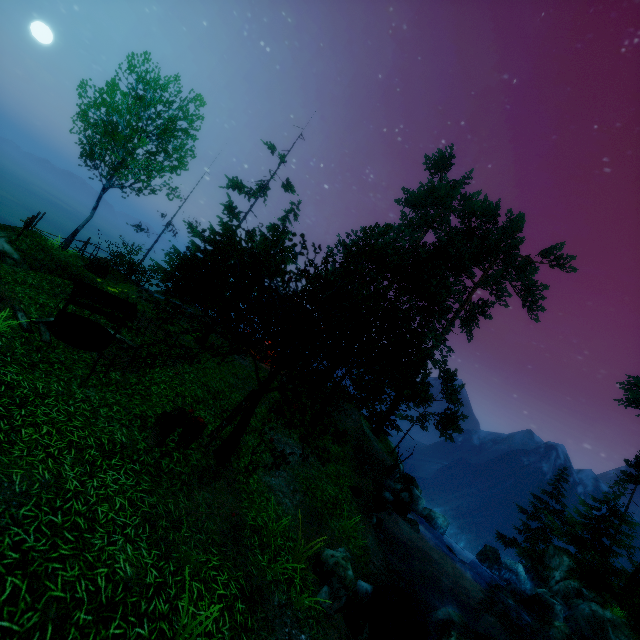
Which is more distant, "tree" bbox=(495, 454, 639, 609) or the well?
"tree" bbox=(495, 454, 639, 609)

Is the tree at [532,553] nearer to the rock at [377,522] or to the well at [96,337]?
the well at [96,337]

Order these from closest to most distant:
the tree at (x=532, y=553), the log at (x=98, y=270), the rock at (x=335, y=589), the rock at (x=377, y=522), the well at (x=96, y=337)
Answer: the rock at (x=335, y=589), the well at (x=96, y=337), the rock at (x=377, y=522), the log at (x=98, y=270), the tree at (x=532, y=553)

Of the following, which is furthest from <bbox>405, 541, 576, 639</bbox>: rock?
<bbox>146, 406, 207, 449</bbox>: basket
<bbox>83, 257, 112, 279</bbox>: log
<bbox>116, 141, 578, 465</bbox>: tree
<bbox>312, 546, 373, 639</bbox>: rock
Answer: <bbox>83, 257, 112, 279</bbox>: log

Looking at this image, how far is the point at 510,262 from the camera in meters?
26.7

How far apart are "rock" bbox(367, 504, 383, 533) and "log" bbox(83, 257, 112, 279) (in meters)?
16.63

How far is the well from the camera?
9.04m

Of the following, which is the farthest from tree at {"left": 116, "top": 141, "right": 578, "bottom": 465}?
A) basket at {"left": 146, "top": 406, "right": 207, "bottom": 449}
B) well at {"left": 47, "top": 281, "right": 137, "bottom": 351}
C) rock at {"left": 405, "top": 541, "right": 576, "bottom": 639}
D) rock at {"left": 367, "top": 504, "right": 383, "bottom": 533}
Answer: rock at {"left": 405, "top": 541, "right": 576, "bottom": 639}
